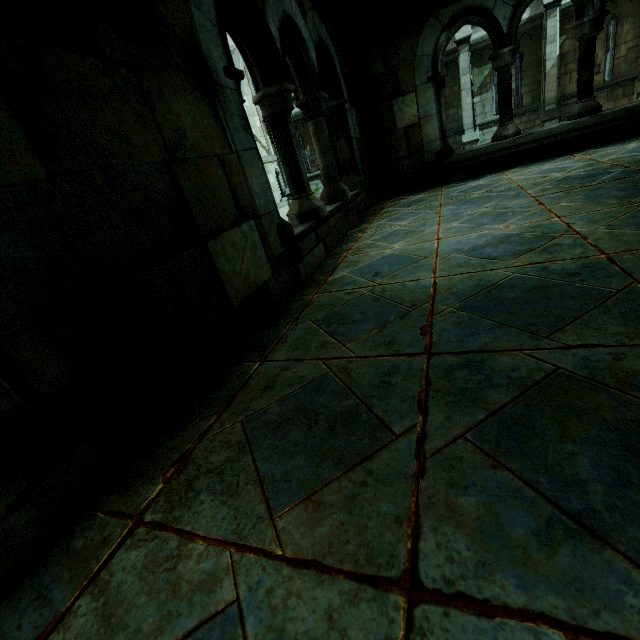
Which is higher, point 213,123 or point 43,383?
point 213,123
